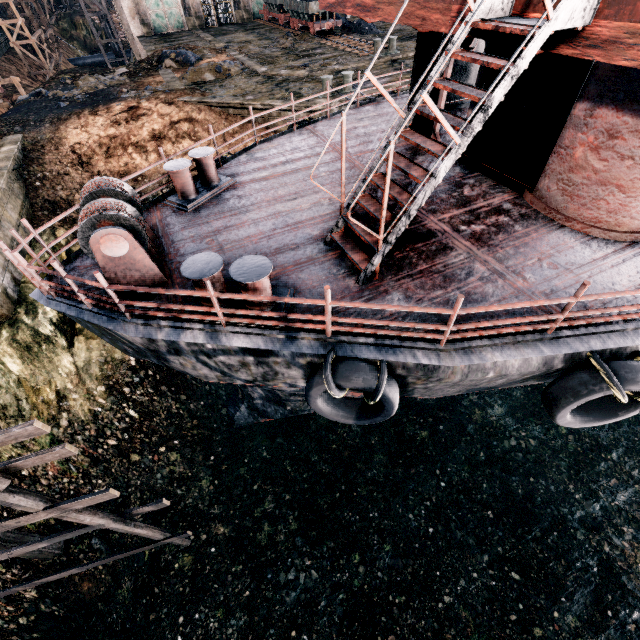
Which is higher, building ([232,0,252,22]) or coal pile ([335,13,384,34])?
building ([232,0,252,22])

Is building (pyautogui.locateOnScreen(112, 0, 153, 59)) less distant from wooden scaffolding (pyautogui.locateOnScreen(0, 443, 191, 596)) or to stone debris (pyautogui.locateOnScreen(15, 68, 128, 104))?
stone debris (pyautogui.locateOnScreen(15, 68, 128, 104))

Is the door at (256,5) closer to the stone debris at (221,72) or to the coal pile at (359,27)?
the coal pile at (359,27)

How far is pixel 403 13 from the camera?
7.1 meters

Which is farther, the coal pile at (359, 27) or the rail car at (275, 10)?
the coal pile at (359, 27)

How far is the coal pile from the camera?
29.2m

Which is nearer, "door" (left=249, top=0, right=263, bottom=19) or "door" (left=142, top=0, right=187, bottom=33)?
"door" (left=142, top=0, right=187, bottom=33)

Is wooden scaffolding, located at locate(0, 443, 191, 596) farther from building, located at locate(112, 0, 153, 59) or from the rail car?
building, located at locate(112, 0, 153, 59)
